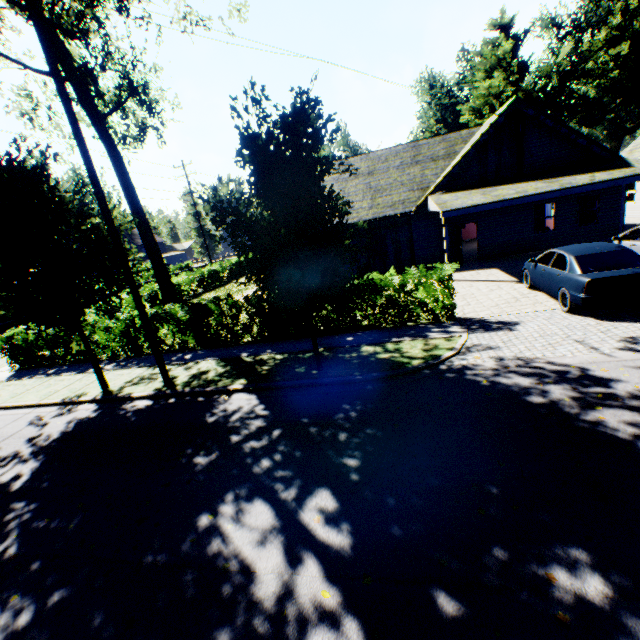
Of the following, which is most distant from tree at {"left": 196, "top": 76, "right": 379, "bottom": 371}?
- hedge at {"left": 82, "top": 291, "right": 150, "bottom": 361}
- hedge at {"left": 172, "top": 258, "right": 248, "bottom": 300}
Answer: hedge at {"left": 82, "top": 291, "right": 150, "bottom": 361}

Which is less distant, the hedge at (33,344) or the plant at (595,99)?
the hedge at (33,344)

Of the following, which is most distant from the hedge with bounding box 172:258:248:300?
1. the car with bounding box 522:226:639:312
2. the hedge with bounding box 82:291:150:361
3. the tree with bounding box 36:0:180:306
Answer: the car with bounding box 522:226:639:312

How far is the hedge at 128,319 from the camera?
12.4 meters

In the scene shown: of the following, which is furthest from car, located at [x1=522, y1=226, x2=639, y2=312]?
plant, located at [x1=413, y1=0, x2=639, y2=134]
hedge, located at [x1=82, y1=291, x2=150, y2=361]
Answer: plant, located at [x1=413, y1=0, x2=639, y2=134]

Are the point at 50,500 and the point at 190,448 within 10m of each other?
yes

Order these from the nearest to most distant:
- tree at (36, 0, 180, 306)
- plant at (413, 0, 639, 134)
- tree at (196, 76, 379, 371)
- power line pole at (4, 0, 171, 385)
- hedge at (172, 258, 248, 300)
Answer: tree at (196, 76, 379, 371) < power line pole at (4, 0, 171, 385) < tree at (36, 0, 180, 306) < hedge at (172, 258, 248, 300) < plant at (413, 0, 639, 134)

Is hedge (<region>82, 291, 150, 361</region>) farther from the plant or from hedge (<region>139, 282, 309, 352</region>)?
the plant
